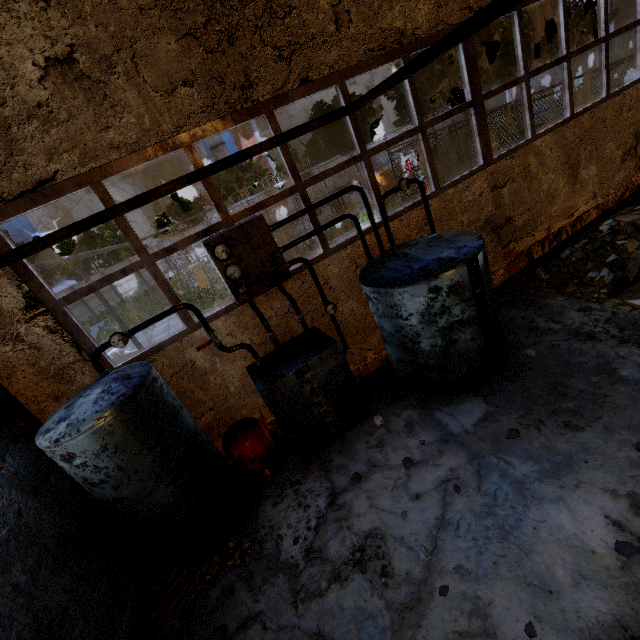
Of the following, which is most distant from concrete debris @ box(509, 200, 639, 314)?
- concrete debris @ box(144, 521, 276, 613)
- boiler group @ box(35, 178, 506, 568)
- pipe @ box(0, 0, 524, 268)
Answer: pipe @ box(0, 0, 524, 268)

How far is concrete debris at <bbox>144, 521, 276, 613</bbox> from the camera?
4.27m

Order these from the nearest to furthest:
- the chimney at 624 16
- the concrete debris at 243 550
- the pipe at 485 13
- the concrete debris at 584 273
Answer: the pipe at 485 13 < the concrete debris at 243 550 < the concrete debris at 584 273 < the chimney at 624 16

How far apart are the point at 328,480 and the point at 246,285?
3.2m

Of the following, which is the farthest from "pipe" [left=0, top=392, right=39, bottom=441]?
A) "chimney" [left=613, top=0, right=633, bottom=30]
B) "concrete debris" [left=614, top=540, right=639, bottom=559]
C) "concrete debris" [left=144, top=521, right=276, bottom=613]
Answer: "chimney" [left=613, top=0, right=633, bottom=30]

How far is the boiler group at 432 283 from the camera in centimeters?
374cm

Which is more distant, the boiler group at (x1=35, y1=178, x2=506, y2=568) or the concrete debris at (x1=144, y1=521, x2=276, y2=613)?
the concrete debris at (x1=144, y1=521, x2=276, y2=613)

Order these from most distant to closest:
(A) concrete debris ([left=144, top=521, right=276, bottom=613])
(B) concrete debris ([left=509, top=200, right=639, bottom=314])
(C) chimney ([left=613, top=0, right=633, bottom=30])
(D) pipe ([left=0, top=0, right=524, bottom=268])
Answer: (C) chimney ([left=613, top=0, right=633, bottom=30]) → (B) concrete debris ([left=509, top=200, right=639, bottom=314]) → (A) concrete debris ([left=144, top=521, right=276, bottom=613]) → (D) pipe ([left=0, top=0, right=524, bottom=268])
